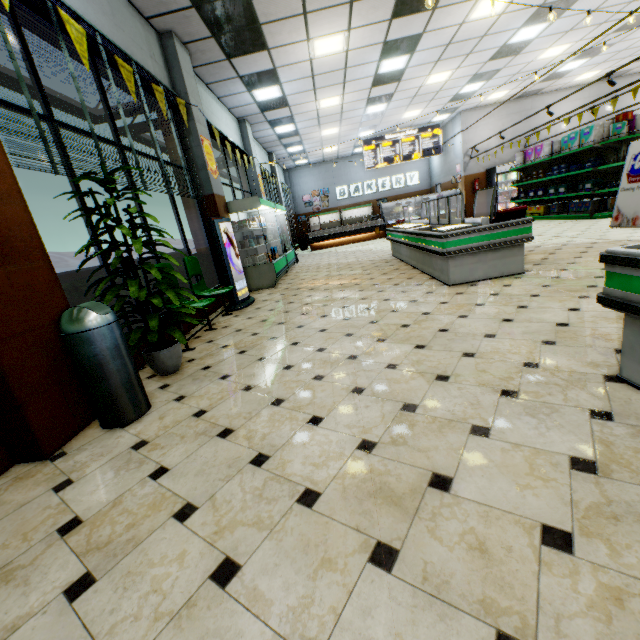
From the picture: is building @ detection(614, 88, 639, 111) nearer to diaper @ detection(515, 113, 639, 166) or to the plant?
the plant

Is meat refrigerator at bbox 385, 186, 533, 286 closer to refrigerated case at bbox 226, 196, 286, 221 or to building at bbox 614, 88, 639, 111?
building at bbox 614, 88, 639, 111

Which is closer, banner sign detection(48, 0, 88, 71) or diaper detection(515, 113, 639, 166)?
banner sign detection(48, 0, 88, 71)

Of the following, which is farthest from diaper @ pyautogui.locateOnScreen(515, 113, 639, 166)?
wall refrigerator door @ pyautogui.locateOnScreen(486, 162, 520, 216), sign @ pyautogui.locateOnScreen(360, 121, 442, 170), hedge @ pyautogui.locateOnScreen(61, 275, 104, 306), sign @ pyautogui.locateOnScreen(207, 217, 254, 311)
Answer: hedge @ pyautogui.locateOnScreen(61, 275, 104, 306)

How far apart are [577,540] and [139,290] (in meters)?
3.37

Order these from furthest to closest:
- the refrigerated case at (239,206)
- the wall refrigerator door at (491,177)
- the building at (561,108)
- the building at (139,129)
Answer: the wall refrigerator door at (491,177) → the building at (561,108) → the refrigerated case at (239,206) → the building at (139,129)

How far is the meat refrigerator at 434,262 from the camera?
4.5m

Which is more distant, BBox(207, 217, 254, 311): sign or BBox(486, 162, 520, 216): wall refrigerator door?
BBox(486, 162, 520, 216): wall refrigerator door
